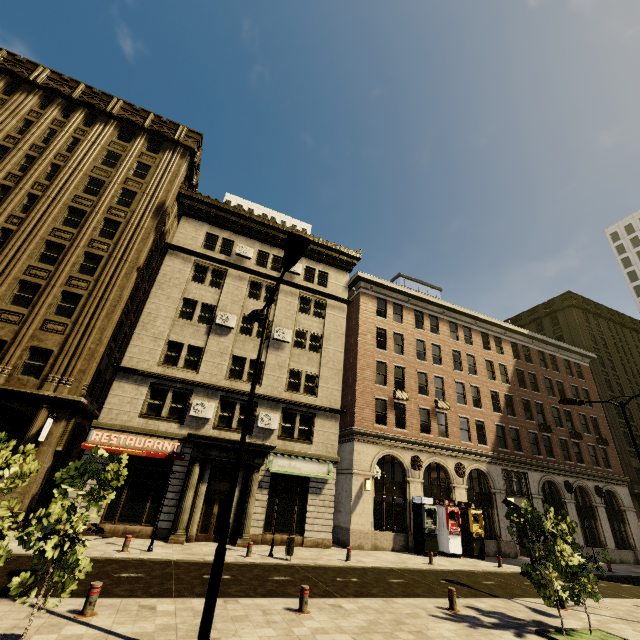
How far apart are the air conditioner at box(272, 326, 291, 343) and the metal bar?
16.0m

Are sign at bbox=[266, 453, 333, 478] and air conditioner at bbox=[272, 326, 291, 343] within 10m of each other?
yes

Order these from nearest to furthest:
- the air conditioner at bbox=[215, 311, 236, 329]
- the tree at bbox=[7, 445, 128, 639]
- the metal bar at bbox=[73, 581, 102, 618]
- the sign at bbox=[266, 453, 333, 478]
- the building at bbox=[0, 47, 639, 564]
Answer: the tree at bbox=[7, 445, 128, 639], the metal bar at bbox=[73, 581, 102, 618], the building at bbox=[0, 47, 639, 564], the sign at bbox=[266, 453, 333, 478], the air conditioner at bbox=[215, 311, 236, 329]

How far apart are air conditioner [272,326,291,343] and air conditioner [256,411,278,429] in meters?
5.0

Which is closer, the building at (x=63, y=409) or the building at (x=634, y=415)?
the building at (x=63, y=409)

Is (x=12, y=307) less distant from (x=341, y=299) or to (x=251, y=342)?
(x=251, y=342)

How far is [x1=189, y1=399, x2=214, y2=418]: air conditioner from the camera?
18.52m

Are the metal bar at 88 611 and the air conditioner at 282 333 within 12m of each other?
no
